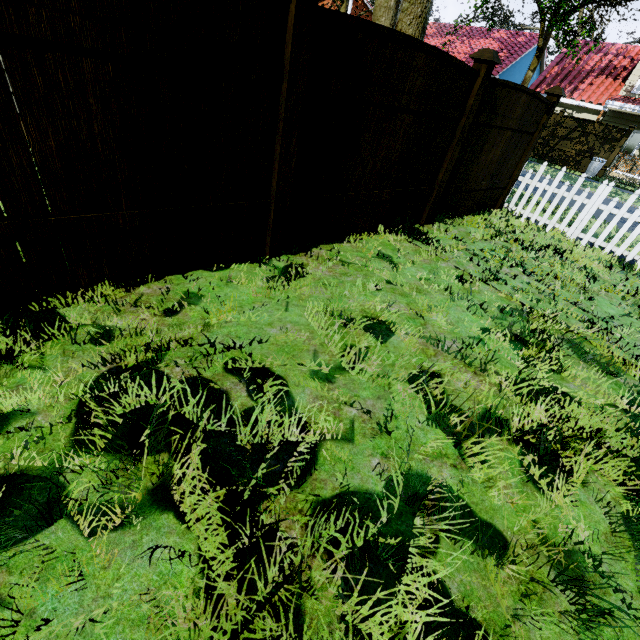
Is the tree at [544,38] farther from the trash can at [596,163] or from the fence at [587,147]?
the trash can at [596,163]

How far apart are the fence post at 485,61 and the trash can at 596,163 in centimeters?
1852cm

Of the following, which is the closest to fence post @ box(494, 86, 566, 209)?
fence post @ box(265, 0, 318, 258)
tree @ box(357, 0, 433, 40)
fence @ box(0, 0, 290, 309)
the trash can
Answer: fence @ box(0, 0, 290, 309)

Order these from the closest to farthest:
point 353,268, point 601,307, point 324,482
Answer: point 324,482 < point 353,268 < point 601,307

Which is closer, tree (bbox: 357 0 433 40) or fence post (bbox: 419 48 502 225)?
fence post (bbox: 419 48 502 225)

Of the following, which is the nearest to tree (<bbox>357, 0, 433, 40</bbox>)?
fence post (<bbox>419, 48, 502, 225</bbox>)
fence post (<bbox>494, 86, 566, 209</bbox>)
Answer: fence post (<bbox>419, 48, 502, 225</bbox>)

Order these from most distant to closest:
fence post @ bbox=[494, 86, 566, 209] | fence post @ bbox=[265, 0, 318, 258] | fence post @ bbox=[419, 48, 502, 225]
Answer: fence post @ bbox=[494, 86, 566, 209], fence post @ bbox=[419, 48, 502, 225], fence post @ bbox=[265, 0, 318, 258]

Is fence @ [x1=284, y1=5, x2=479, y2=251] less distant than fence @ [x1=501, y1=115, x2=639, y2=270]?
Yes
